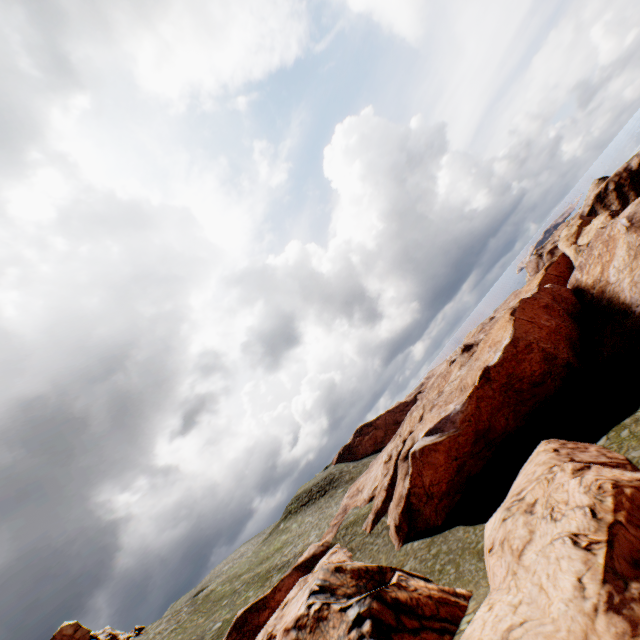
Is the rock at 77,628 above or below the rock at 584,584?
above

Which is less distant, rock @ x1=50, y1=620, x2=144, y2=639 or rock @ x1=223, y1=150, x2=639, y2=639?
rock @ x1=223, y1=150, x2=639, y2=639

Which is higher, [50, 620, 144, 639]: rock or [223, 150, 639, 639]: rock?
[50, 620, 144, 639]: rock

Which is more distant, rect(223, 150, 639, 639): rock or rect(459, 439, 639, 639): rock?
rect(223, 150, 639, 639): rock

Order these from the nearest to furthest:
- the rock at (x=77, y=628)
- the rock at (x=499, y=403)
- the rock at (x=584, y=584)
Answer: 1. the rock at (x=584, y=584)
2. the rock at (x=499, y=403)
3. the rock at (x=77, y=628)

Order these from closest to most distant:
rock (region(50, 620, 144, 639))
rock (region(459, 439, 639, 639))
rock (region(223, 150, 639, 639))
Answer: rock (region(459, 439, 639, 639)) → rock (region(223, 150, 639, 639)) → rock (region(50, 620, 144, 639))

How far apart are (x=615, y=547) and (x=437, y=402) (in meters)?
29.48
